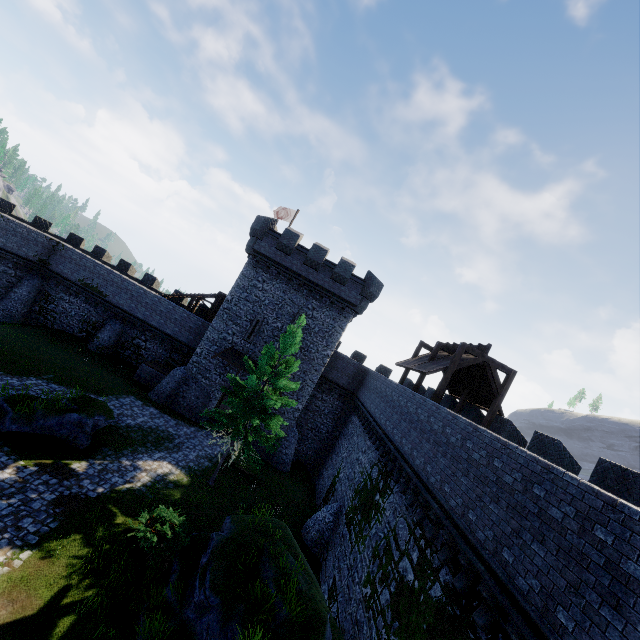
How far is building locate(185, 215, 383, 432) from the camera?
25.8 meters

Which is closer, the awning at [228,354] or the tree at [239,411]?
the tree at [239,411]

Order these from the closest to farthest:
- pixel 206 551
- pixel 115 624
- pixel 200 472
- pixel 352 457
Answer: pixel 115 624
pixel 206 551
pixel 200 472
pixel 352 457

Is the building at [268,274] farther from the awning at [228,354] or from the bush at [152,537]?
the bush at [152,537]

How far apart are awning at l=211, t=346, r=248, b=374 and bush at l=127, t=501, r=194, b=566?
11.7 meters

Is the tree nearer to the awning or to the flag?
the awning

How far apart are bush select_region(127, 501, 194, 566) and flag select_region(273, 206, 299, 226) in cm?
2481

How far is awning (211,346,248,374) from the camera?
25.3m
